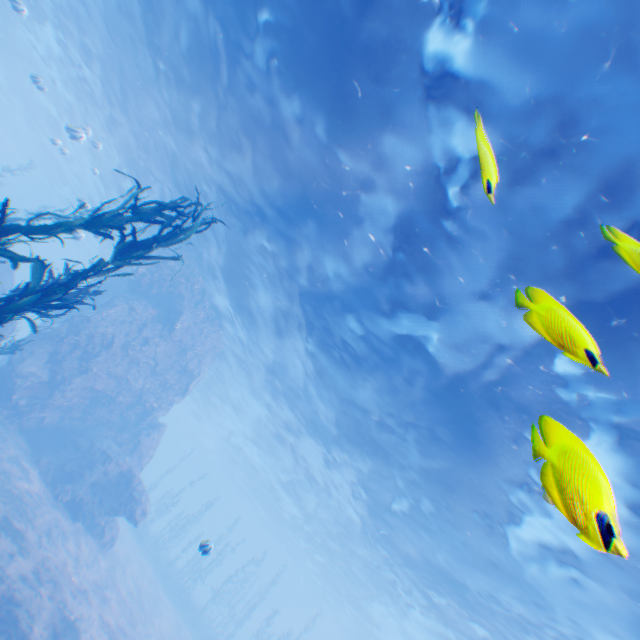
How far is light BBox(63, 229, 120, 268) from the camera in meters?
18.3 m

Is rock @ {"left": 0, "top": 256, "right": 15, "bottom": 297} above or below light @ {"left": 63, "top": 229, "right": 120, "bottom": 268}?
below

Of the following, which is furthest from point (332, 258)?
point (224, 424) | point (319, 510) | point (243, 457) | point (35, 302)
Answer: point (243, 457)

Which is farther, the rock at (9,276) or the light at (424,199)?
the rock at (9,276)

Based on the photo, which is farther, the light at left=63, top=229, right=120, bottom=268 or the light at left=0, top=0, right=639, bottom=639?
the light at left=63, top=229, right=120, bottom=268

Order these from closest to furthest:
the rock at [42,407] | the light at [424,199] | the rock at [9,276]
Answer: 1. the light at [424,199]
2. the rock at [42,407]
3. the rock at [9,276]

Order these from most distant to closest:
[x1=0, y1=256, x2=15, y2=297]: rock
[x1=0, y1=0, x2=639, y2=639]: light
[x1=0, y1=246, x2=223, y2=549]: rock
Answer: [x1=0, y1=256, x2=15, y2=297]: rock, [x1=0, y1=246, x2=223, y2=549]: rock, [x1=0, y1=0, x2=639, y2=639]: light

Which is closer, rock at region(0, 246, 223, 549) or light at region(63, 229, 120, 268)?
rock at region(0, 246, 223, 549)
